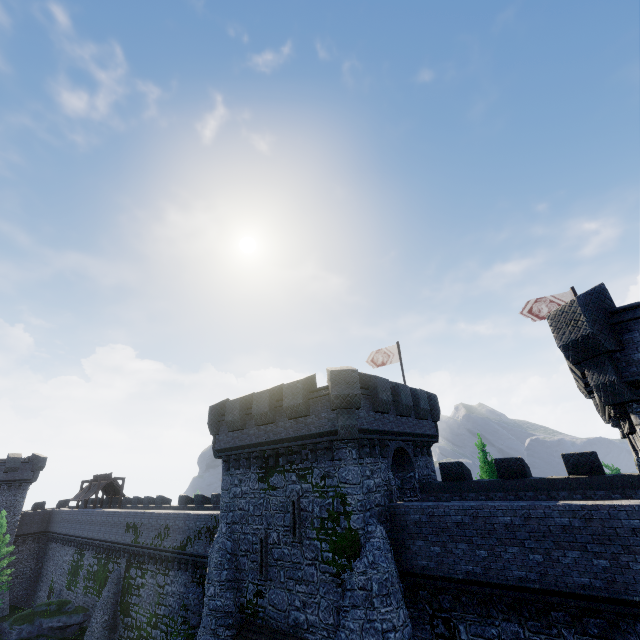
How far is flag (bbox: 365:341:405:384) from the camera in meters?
24.2 m

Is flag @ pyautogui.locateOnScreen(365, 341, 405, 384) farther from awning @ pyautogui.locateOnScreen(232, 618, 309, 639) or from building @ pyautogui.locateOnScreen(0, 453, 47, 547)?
building @ pyautogui.locateOnScreen(0, 453, 47, 547)

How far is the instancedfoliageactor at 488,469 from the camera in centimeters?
2189cm

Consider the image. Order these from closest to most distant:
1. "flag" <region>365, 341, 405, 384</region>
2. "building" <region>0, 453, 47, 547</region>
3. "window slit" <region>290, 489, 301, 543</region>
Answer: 1. "window slit" <region>290, 489, 301, 543</region>
2. "flag" <region>365, 341, 405, 384</region>
3. "building" <region>0, 453, 47, 547</region>

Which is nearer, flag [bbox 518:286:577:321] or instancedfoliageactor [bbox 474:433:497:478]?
flag [bbox 518:286:577:321]

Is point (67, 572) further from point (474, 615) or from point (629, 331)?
point (629, 331)

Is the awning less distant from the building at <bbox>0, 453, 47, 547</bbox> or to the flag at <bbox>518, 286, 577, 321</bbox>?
the flag at <bbox>518, 286, 577, 321</bbox>

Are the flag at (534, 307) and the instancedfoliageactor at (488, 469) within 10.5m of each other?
yes
